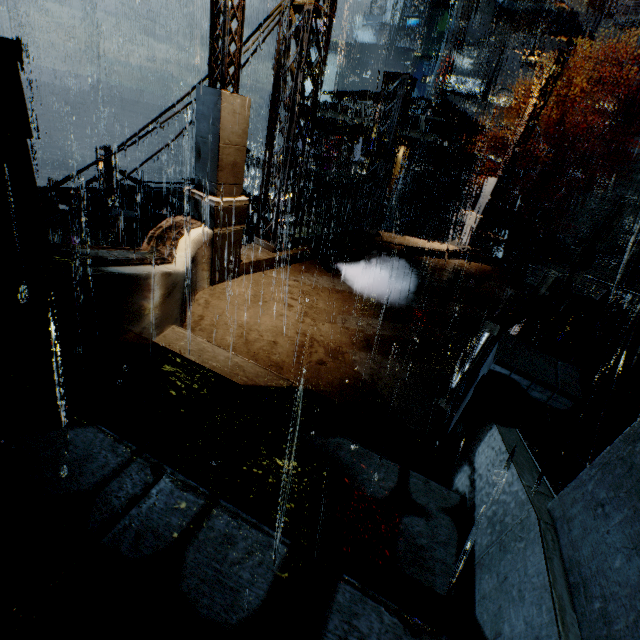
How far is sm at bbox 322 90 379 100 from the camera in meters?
22.5

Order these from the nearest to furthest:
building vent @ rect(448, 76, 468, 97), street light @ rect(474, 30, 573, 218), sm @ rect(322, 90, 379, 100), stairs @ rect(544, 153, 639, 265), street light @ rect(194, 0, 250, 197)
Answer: street light @ rect(194, 0, 250, 197)
street light @ rect(474, 30, 573, 218)
sm @ rect(322, 90, 379, 100)
stairs @ rect(544, 153, 639, 265)
building vent @ rect(448, 76, 468, 97)

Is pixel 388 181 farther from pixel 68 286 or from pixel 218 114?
pixel 68 286

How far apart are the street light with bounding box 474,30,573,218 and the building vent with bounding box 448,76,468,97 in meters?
36.5

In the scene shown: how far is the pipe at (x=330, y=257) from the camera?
8.74m

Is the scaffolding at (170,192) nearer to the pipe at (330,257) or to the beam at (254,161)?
the pipe at (330,257)

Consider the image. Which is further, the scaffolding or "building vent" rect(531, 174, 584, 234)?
"building vent" rect(531, 174, 584, 234)

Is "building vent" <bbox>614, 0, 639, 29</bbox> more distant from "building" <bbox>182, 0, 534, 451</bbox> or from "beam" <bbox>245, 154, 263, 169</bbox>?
"beam" <bbox>245, 154, 263, 169</bbox>
